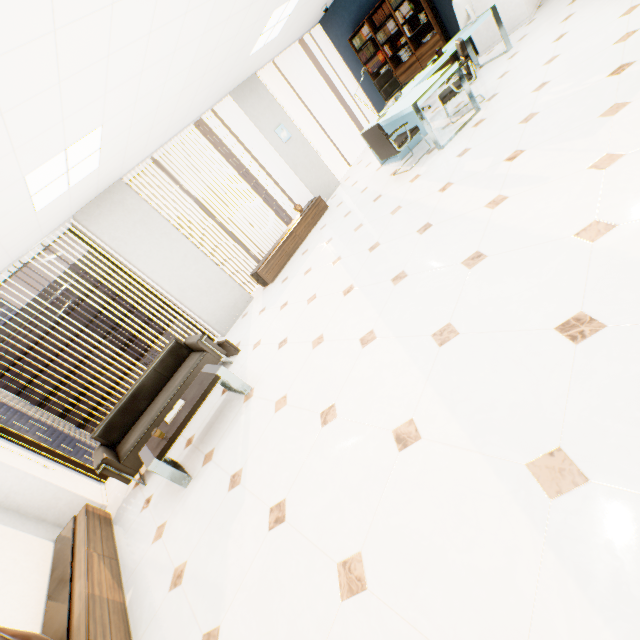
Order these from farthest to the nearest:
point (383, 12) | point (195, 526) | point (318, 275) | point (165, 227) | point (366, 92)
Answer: point (366, 92), point (383, 12), point (165, 227), point (318, 275), point (195, 526)

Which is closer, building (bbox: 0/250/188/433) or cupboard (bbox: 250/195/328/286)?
cupboard (bbox: 250/195/328/286)

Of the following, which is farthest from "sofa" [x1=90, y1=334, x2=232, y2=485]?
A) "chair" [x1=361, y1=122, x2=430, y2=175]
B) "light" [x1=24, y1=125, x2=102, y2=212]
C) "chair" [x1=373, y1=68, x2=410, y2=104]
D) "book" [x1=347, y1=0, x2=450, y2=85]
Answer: "book" [x1=347, y1=0, x2=450, y2=85]

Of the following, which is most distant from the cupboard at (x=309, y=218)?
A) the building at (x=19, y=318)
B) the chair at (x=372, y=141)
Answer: the building at (x=19, y=318)

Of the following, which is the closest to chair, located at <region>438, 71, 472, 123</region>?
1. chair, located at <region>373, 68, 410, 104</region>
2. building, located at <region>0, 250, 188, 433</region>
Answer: chair, located at <region>373, 68, 410, 104</region>

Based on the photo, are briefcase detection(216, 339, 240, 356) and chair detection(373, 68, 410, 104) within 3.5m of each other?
no

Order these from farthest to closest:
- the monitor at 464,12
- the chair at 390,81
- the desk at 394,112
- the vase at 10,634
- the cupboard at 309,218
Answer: the chair at 390,81
the cupboard at 309,218
the monitor at 464,12
the desk at 394,112
the vase at 10,634

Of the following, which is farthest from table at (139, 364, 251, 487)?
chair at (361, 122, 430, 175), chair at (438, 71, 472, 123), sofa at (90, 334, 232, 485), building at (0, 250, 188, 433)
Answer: building at (0, 250, 188, 433)
